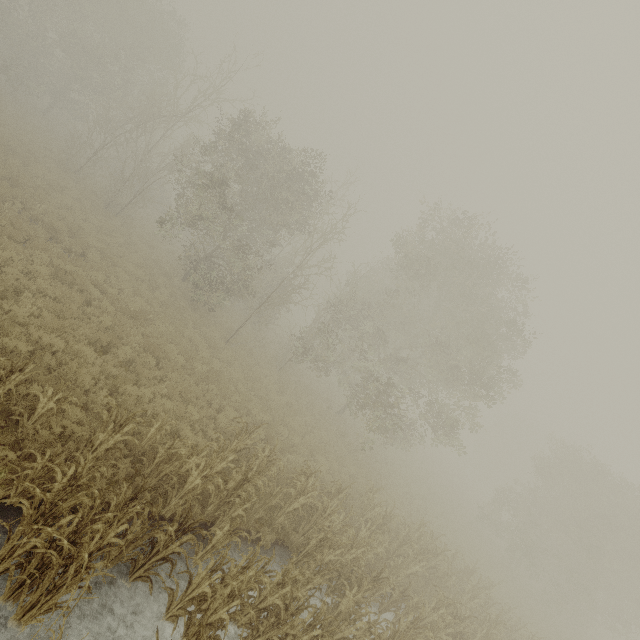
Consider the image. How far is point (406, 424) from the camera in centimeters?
2162cm
